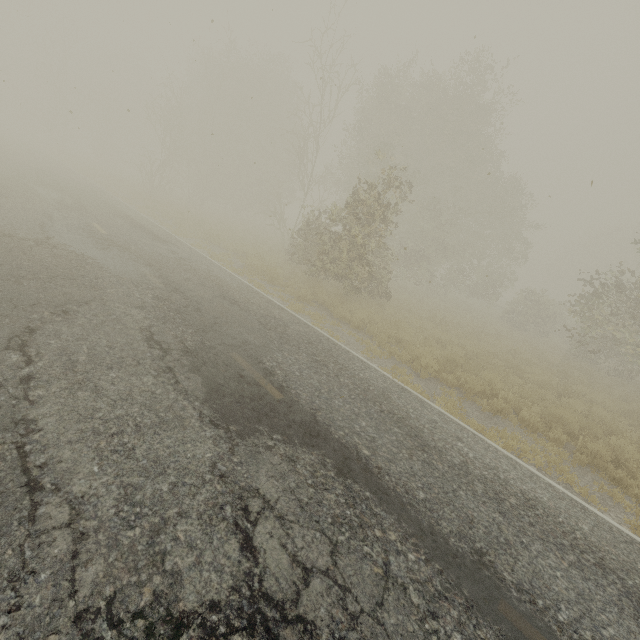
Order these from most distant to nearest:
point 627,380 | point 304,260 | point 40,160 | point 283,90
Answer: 1. point 283,90
2. point 40,160
3. point 627,380
4. point 304,260
